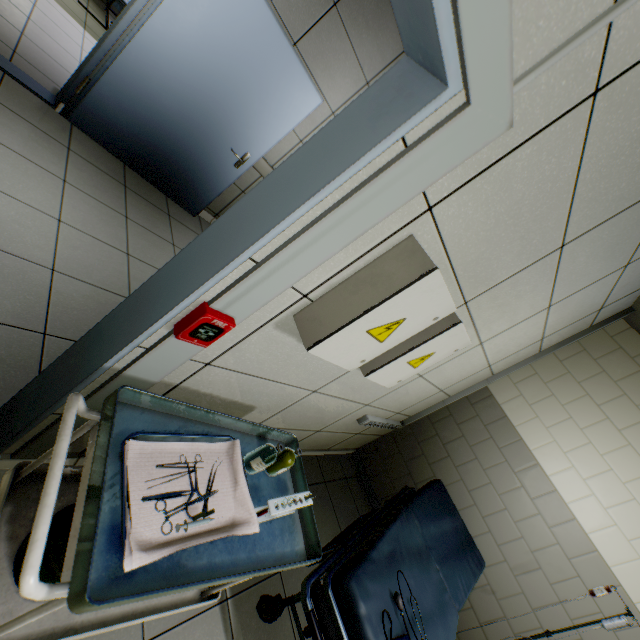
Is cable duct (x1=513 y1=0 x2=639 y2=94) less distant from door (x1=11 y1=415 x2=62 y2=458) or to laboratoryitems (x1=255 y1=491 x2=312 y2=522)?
door (x1=11 y1=415 x2=62 y2=458)

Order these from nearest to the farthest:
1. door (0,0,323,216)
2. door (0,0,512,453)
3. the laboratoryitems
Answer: door (0,0,512,453), the laboratoryitems, door (0,0,323,216)

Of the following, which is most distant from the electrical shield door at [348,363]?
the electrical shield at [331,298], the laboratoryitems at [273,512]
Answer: the laboratoryitems at [273,512]

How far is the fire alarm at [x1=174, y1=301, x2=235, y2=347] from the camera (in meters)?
0.96

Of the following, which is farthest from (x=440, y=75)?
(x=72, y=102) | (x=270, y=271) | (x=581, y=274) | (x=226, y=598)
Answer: (x=72, y=102)

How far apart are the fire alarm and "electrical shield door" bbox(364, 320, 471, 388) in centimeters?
81cm

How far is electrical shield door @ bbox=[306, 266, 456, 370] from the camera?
1.0m

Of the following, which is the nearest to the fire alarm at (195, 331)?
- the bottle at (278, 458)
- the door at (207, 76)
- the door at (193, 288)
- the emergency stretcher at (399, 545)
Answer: the door at (193, 288)
